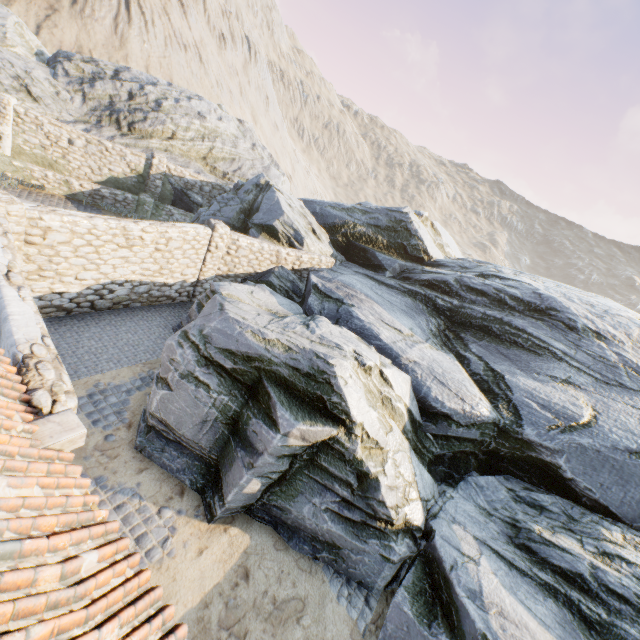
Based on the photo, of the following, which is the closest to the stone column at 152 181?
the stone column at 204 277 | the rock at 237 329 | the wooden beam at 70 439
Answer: the rock at 237 329

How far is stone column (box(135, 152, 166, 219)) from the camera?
16.84m

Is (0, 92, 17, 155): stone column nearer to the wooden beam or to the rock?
the rock

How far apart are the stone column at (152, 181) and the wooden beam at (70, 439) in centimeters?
1638cm

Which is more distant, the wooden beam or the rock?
the rock

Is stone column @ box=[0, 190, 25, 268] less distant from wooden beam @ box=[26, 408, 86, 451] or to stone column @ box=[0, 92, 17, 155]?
wooden beam @ box=[26, 408, 86, 451]

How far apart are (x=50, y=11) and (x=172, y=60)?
13.87m

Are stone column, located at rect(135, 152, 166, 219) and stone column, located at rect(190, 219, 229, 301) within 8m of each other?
yes
